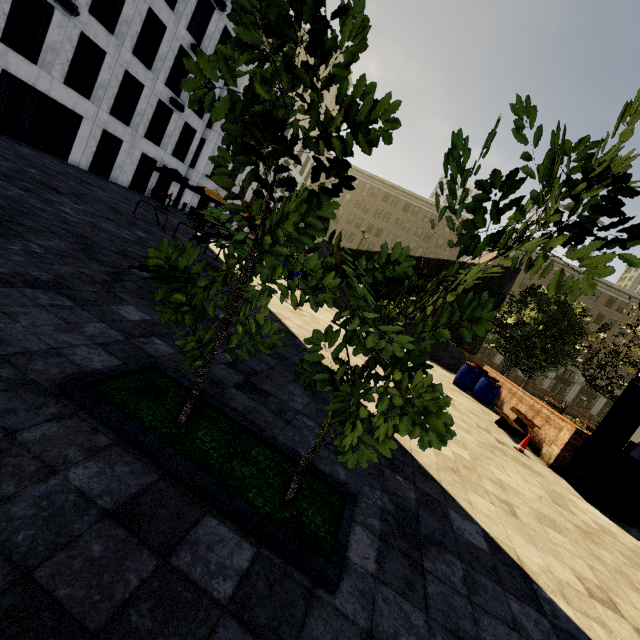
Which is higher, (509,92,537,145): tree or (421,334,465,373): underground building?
(509,92,537,145): tree

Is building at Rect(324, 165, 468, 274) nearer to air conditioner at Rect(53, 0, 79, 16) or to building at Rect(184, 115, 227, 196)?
building at Rect(184, 115, 227, 196)

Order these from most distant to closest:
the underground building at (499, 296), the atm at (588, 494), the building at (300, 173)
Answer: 1. the building at (300, 173)
2. the underground building at (499, 296)
3. the atm at (588, 494)

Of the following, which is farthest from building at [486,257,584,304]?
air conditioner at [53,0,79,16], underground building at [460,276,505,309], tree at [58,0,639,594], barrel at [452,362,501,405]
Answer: underground building at [460,276,505,309]

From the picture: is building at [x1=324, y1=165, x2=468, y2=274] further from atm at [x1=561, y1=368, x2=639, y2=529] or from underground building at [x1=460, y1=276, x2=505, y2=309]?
underground building at [x1=460, y1=276, x2=505, y2=309]

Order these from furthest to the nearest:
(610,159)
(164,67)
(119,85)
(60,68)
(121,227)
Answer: (164,67)
(119,85)
(60,68)
(121,227)
(610,159)

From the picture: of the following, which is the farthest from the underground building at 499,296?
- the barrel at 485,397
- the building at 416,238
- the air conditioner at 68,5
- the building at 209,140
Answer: the building at 416,238

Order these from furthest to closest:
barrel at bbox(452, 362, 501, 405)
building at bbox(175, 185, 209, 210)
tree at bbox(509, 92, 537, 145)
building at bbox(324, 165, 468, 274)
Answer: building at bbox(324, 165, 468, 274), building at bbox(175, 185, 209, 210), barrel at bbox(452, 362, 501, 405), tree at bbox(509, 92, 537, 145)
